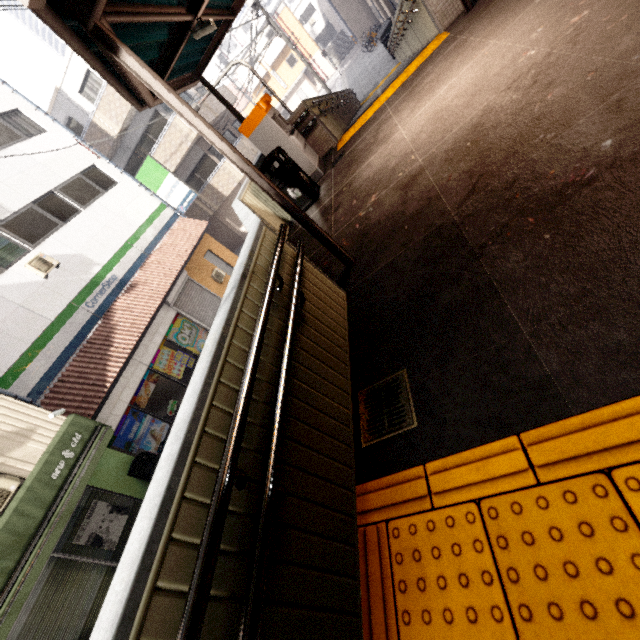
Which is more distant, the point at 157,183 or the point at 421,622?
the point at 157,183

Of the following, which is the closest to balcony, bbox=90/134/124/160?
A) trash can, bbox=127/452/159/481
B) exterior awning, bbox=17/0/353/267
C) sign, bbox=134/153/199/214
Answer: sign, bbox=134/153/199/214

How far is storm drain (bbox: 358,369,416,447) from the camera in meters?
2.1

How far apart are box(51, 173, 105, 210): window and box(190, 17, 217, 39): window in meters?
11.5

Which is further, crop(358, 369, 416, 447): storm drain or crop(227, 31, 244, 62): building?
crop(227, 31, 244, 62): building

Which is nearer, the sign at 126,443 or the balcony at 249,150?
the sign at 126,443

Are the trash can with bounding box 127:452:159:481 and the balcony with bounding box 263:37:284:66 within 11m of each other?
no

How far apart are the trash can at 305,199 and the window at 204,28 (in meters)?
1.90
